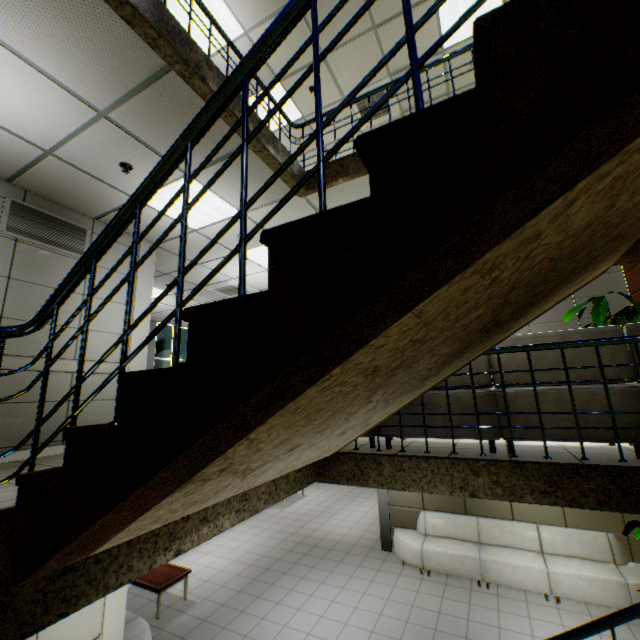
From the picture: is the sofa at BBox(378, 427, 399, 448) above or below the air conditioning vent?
below

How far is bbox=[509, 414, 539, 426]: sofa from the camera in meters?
2.9 m

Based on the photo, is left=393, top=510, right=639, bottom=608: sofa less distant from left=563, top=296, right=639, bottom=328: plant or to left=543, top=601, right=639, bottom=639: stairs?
left=563, top=296, right=639, bottom=328: plant

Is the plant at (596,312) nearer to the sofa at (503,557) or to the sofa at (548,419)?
the sofa at (548,419)

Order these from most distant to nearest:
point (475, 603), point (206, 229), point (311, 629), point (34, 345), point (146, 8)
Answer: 1. point (475, 603)
2. point (311, 629)
3. point (206, 229)
4. point (34, 345)
5. point (146, 8)

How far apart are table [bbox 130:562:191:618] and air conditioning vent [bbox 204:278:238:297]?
6.2m

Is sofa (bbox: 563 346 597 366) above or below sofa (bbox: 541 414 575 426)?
above

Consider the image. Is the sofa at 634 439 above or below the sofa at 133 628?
above
